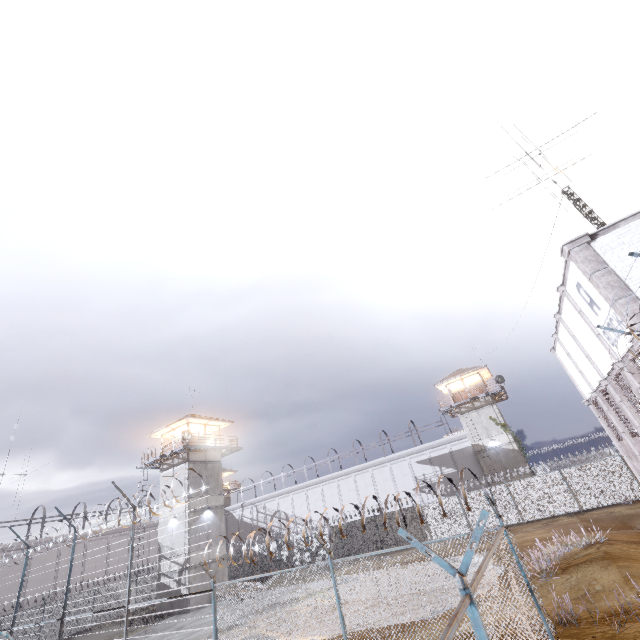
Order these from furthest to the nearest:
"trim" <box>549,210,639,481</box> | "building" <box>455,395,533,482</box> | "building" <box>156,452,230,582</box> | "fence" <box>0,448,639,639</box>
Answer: "building" <box>455,395,533,482</box>
"building" <box>156,452,230,582</box>
"trim" <box>549,210,639,481</box>
"fence" <box>0,448,639,639</box>

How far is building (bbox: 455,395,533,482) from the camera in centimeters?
3198cm

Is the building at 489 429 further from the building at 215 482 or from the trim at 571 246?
the building at 215 482

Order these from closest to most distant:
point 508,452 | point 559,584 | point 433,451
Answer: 1. point 559,584
2. point 508,452
3. point 433,451

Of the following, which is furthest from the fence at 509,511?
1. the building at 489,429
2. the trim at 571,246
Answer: the building at 489,429

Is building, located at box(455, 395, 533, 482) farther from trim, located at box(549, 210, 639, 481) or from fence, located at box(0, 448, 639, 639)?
trim, located at box(549, 210, 639, 481)

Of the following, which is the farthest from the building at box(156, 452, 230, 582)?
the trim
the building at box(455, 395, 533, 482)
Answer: the trim

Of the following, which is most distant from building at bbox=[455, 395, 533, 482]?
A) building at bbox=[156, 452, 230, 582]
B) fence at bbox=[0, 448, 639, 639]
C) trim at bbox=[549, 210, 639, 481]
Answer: building at bbox=[156, 452, 230, 582]
